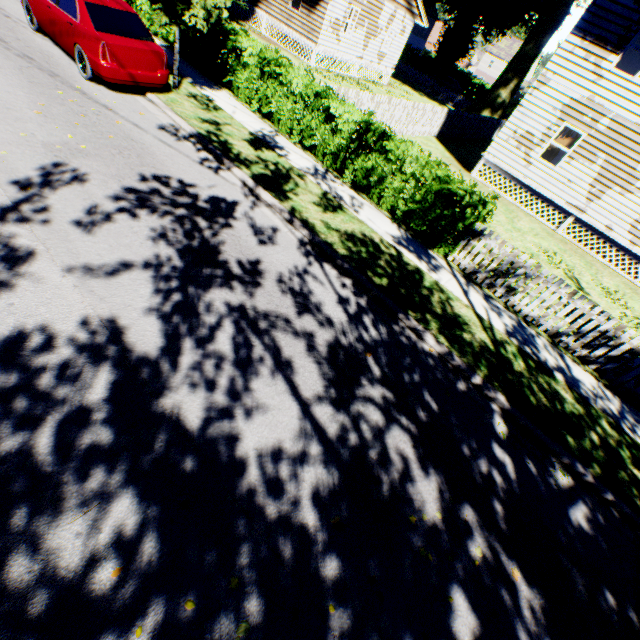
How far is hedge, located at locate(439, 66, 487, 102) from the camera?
45.6 meters

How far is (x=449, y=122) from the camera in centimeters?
2017cm

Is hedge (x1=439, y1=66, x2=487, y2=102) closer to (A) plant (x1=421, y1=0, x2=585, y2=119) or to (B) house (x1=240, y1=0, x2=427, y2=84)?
(A) plant (x1=421, y1=0, x2=585, y2=119)

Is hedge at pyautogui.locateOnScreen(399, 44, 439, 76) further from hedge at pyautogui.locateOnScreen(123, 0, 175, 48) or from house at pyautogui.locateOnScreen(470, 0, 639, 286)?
hedge at pyautogui.locateOnScreen(123, 0, 175, 48)

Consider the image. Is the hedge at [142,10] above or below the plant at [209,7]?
below

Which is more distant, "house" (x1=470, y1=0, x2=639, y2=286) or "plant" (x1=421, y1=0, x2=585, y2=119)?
"plant" (x1=421, y1=0, x2=585, y2=119)

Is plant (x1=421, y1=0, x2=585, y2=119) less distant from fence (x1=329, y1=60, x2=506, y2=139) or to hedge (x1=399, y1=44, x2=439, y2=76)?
fence (x1=329, y1=60, x2=506, y2=139)

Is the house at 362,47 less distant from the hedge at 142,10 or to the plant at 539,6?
the plant at 539,6
